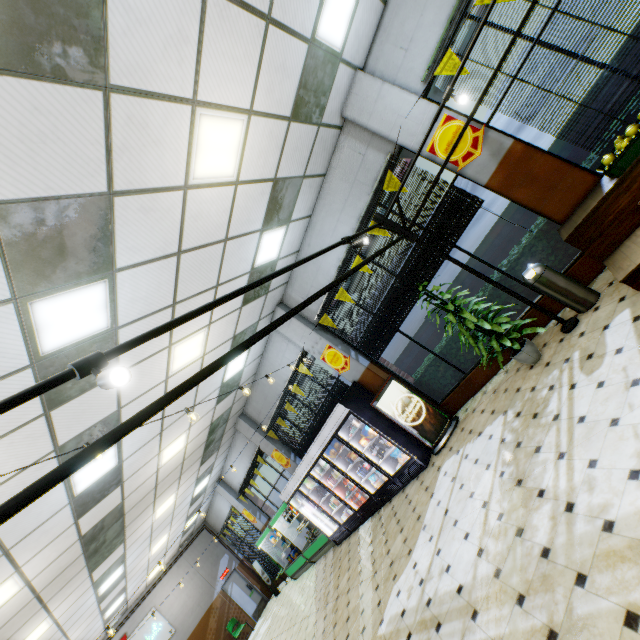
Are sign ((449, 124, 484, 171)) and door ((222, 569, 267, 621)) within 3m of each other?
no

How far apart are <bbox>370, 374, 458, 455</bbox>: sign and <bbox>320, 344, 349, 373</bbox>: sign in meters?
1.0 m

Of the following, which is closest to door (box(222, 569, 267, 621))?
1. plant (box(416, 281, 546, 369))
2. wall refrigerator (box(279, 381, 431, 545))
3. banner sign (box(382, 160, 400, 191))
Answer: wall refrigerator (box(279, 381, 431, 545))

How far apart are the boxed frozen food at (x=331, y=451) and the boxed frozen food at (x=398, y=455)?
1.49m

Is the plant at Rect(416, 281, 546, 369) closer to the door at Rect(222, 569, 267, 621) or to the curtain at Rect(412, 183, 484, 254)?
the curtain at Rect(412, 183, 484, 254)

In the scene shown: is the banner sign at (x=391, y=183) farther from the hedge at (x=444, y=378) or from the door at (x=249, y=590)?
the door at (x=249, y=590)

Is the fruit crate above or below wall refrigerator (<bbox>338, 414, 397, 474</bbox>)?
above

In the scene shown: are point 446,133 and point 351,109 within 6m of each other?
yes
